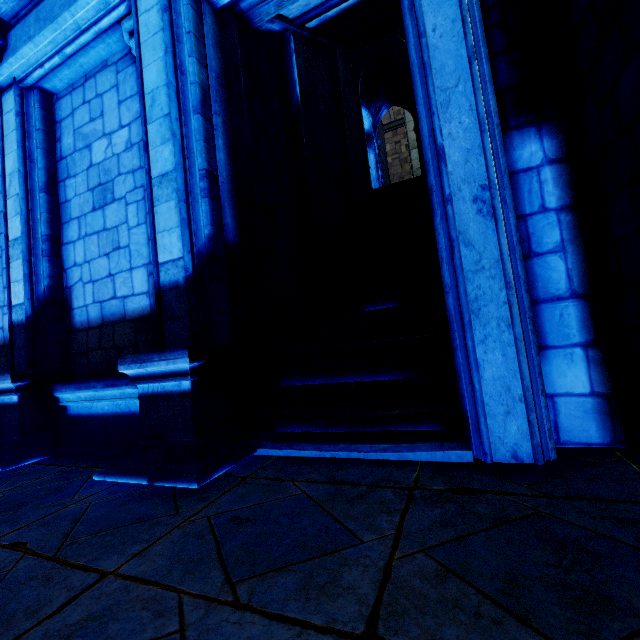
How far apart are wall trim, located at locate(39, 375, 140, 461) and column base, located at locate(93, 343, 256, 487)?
0.02m

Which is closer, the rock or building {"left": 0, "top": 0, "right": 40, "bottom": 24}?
the rock

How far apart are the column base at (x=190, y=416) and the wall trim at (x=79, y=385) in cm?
2

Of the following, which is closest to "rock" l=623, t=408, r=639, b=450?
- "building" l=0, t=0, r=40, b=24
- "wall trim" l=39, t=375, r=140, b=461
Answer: "building" l=0, t=0, r=40, b=24

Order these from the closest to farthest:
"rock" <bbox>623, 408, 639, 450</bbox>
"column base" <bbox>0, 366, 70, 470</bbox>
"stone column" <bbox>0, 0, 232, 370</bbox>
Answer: "rock" <bbox>623, 408, 639, 450</bbox>, "stone column" <bbox>0, 0, 232, 370</bbox>, "column base" <bbox>0, 366, 70, 470</bbox>

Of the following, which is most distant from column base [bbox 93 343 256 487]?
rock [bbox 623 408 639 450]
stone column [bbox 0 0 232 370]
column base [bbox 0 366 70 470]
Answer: rock [bbox 623 408 639 450]

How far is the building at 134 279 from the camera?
4.3 meters

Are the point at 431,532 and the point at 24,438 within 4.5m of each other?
no
